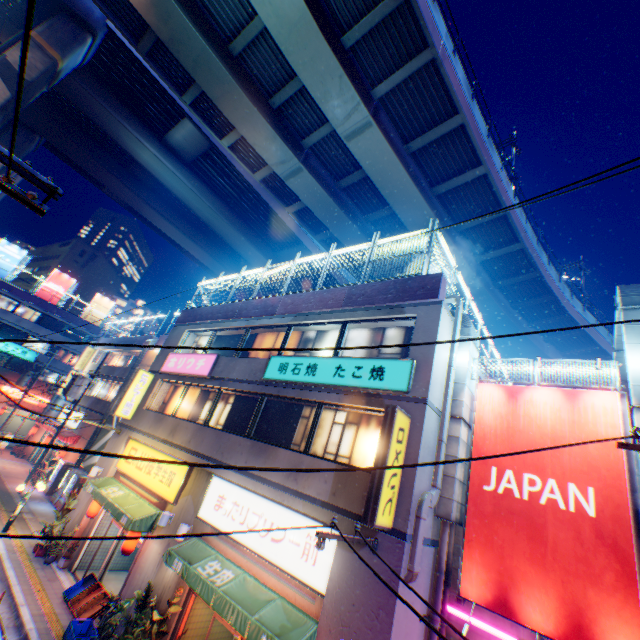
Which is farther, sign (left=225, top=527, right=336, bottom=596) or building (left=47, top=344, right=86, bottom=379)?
building (left=47, top=344, right=86, bottom=379)

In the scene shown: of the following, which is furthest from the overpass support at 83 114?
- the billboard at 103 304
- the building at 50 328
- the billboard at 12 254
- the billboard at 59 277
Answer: the billboard at 103 304

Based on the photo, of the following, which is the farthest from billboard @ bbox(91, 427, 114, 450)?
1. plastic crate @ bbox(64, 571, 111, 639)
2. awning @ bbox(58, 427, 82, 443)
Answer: plastic crate @ bbox(64, 571, 111, 639)

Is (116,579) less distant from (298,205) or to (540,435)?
(540,435)

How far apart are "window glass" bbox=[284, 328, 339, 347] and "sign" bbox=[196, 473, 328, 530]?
4.33m

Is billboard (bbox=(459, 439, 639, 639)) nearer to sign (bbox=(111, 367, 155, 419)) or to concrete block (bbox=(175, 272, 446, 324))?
concrete block (bbox=(175, 272, 446, 324))

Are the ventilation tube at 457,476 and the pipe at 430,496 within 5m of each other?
yes

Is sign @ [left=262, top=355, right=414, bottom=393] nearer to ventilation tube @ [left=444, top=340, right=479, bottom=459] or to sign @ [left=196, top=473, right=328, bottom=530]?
ventilation tube @ [left=444, top=340, right=479, bottom=459]
